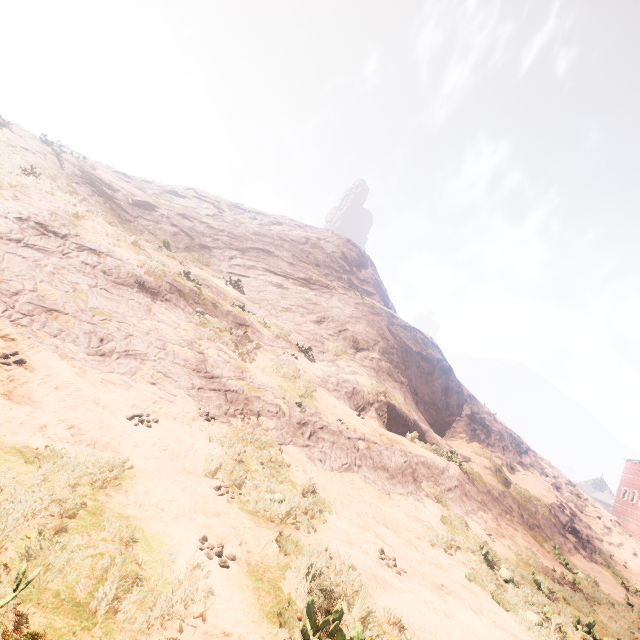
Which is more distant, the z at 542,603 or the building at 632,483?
the building at 632,483

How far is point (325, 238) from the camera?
41.56m

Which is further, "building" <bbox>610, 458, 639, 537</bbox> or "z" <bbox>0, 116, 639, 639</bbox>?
"building" <bbox>610, 458, 639, 537</bbox>
